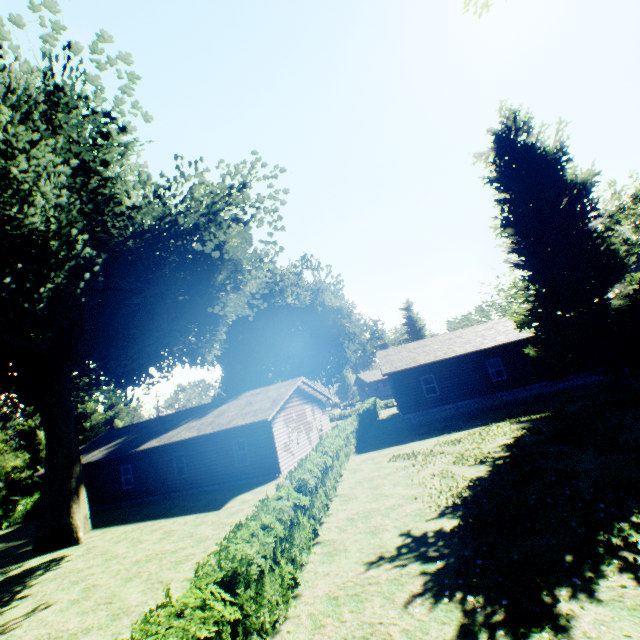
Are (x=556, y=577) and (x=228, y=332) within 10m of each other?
no

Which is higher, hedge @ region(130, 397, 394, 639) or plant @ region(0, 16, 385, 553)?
plant @ region(0, 16, 385, 553)

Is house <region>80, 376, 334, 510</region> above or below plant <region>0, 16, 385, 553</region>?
below

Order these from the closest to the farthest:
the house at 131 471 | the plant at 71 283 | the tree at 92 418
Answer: the plant at 71 283 < the house at 131 471 < the tree at 92 418

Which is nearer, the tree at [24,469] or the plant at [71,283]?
the plant at [71,283]

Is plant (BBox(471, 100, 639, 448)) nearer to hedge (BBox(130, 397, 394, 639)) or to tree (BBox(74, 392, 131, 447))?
tree (BBox(74, 392, 131, 447))

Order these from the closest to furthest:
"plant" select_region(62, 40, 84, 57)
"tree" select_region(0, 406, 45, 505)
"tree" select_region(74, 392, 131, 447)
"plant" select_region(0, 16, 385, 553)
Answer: "plant" select_region(0, 16, 385, 553) → "plant" select_region(62, 40, 84, 57) → "tree" select_region(0, 406, 45, 505) → "tree" select_region(74, 392, 131, 447)

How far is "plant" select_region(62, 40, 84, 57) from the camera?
14.2m
